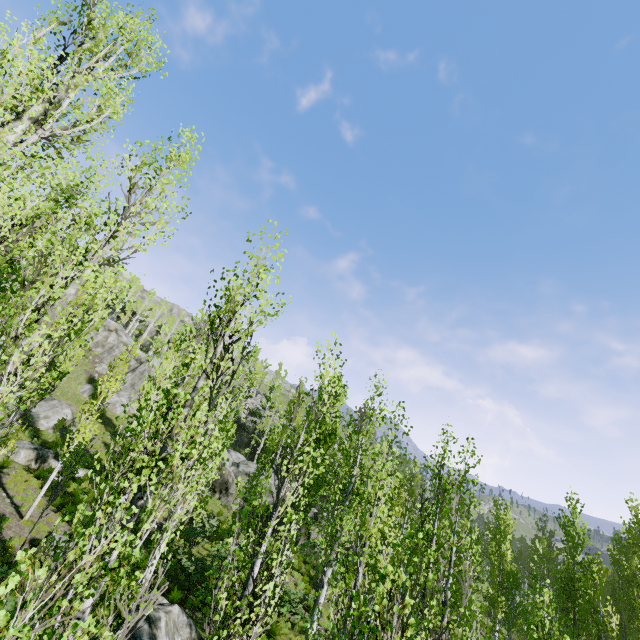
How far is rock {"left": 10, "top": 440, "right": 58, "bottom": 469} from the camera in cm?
1739

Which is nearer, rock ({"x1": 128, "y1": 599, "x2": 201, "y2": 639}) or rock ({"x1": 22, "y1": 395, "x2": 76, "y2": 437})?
rock ({"x1": 128, "y1": 599, "x2": 201, "y2": 639})

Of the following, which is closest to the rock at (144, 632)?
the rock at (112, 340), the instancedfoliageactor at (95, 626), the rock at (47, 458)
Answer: the instancedfoliageactor at (95, 626)

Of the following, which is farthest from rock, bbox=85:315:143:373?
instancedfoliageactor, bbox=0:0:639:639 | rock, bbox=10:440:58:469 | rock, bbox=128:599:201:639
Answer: rock, bbox=128:599:201:639

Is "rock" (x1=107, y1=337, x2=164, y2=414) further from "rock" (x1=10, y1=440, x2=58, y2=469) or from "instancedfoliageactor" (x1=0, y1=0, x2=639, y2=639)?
"rock" (x1=10, y1=440, x2=58, y2=469)

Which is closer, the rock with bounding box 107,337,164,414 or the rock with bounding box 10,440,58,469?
the rock with bounding box 10,440,58,469

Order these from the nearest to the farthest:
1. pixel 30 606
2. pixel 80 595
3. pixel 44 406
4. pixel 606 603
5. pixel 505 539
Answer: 1. pixel 30 606
2. pixel 80 595
3. pixel 606 603
4. pixel 44 406
5. pixel 505 539
